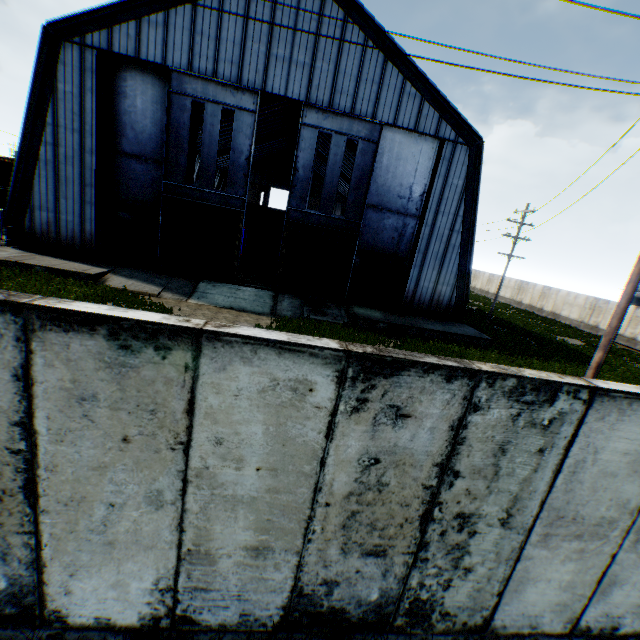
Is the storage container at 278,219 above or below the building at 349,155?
below

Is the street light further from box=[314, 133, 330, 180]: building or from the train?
the train

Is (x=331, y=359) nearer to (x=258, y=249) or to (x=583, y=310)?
(x=258, y=249)

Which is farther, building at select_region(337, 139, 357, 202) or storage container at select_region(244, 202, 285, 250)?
storage container at select_region(244, 202, 285, 250)

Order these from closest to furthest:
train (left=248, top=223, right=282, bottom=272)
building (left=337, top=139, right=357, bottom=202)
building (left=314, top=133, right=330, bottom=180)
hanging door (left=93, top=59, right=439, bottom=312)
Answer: hanging door (left=93, top=59, right=439, bottom=312), train (left=248, top=223, right=282, bottom=272), building (left=337, top=139, right=357, bottom=202), building (left=314, top=133, right=330, bottom=180)

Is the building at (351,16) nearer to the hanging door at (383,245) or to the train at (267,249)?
the hanging door at (383,245)

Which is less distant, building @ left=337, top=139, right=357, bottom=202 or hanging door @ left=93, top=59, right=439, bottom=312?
hanging door @ left=93, top=59, right=439, bottom=312

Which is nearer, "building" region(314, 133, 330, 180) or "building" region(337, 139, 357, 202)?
"building" region(337, 139, 357, 202)
